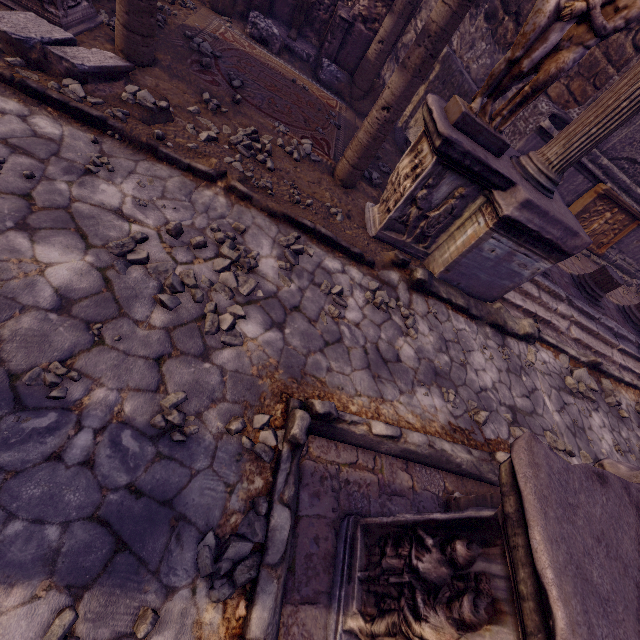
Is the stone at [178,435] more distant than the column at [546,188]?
No

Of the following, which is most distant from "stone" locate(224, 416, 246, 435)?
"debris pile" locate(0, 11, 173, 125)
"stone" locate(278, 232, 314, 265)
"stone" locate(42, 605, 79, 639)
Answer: "debris pile" locate(0, 11, 173, 125)

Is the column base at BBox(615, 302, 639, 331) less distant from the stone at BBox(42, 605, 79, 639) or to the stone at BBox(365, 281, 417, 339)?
the stone at BBox(365, 281, 417, 339)

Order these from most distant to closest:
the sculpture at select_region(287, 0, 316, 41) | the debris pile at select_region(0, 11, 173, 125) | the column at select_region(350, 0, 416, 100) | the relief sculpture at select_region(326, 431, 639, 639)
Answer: the sculpture at select_region(287, 0, 316, 41), the column at select_region(350, 0, 416, 100), the debris pile at select_region(0, 11, 173, 125), the relief sculpture at select_region(326, 431, 639, 639)

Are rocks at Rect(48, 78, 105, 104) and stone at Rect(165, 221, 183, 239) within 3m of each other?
yes

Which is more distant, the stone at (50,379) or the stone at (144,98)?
the stone at (144,98)

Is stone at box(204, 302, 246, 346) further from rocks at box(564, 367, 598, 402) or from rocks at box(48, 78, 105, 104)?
rocks at box(564, 367, 598, 402)

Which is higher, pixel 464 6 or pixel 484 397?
pixel 464 6
